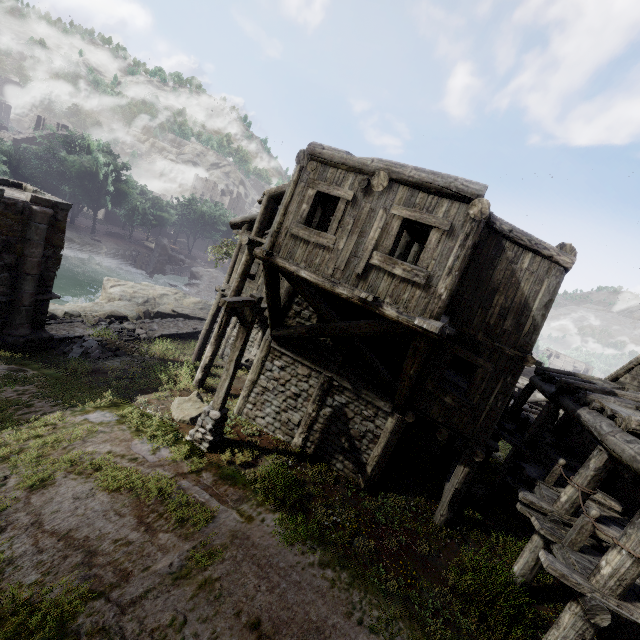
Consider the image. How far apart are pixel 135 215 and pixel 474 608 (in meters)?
62.69

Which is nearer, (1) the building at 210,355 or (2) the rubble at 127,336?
(1) the building at 210,355

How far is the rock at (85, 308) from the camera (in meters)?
19.17

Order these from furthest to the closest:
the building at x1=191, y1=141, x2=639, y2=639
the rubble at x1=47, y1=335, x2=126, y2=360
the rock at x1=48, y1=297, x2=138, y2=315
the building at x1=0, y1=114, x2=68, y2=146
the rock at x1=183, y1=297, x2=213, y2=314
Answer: the building at x1=0, y1=114, x2=68, y2=146
the rock at x1=183, y1=297, x2=213, y2=314
the rock at x1=48, y1=297, x2=138, y2=315
the rubble at x1=47, y1=335, x2=126, y2=360
the building at x1=191, y1=141, x2=639, y2=639

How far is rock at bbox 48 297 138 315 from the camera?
19.2m

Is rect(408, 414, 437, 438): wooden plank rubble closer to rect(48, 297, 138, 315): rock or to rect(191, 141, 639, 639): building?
rect(191, 141, 639, 639): building

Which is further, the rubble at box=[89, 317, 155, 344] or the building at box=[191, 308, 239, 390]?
the rubble at box=[89, 317, 155, 344]

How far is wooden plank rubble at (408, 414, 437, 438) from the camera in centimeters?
1783cm
